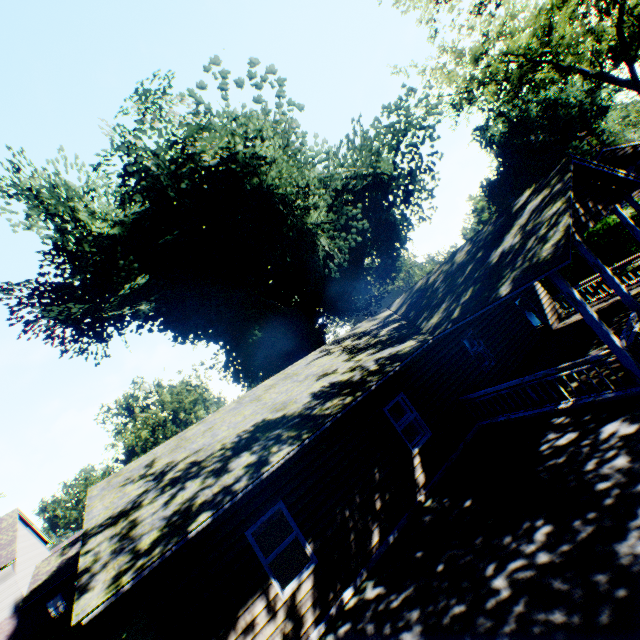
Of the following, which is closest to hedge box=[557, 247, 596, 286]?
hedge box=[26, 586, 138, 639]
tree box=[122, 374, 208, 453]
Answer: hedge box=[26, 586, 138, 639]

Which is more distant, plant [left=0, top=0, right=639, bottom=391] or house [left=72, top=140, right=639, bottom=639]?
plant [left=0, top=0, right=639, bottom=391]

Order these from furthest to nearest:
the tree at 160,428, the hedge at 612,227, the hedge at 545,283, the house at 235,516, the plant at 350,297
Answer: the tree at 160,428 < the hedge at 545,283 < the plant at 350,297 < the hedge at 612,227 < the house at 235,516

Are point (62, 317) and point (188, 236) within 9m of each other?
yes

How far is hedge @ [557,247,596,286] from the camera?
18.3m

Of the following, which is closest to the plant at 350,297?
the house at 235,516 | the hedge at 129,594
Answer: the house at 235,516

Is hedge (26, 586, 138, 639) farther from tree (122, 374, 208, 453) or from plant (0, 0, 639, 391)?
plant (0, 0, 639, 391)

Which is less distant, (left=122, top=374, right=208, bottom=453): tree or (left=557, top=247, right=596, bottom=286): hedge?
(left=557, top=247, right=596, bottom=286): hedge
